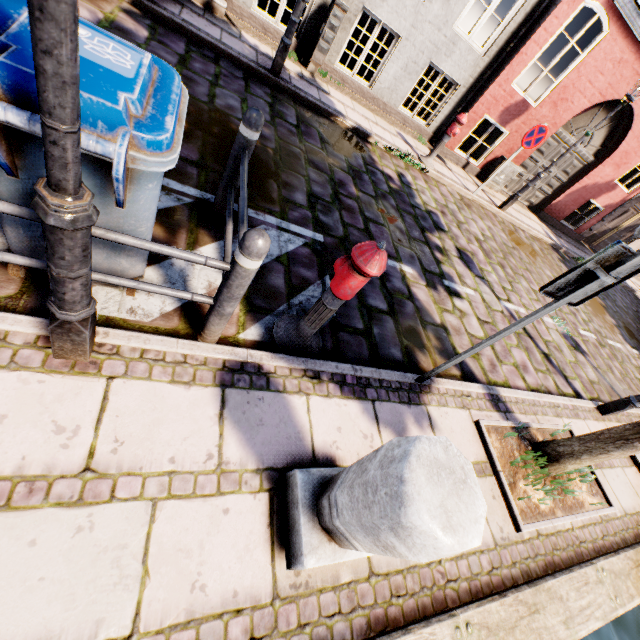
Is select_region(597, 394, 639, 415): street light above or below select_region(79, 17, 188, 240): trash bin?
below

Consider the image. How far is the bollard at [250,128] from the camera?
2.5m

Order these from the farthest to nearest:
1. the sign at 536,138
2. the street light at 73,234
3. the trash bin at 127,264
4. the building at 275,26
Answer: the sign at 536,138 < the building at 275,26 < the trash bin at 127,264 < the street light at 73,234

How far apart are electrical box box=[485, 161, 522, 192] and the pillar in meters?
10.3

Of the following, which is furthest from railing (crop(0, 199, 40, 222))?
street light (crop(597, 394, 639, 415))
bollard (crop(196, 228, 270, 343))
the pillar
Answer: street light (crop(597, 394, 639, 415))

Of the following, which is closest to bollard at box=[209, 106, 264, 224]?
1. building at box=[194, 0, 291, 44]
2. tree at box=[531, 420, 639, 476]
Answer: tree at box=[531, 420, 639, 476]

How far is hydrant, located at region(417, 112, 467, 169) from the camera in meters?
7.0

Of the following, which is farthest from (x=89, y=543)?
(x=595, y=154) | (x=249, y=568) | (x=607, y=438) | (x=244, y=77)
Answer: (x=595, y=154)
